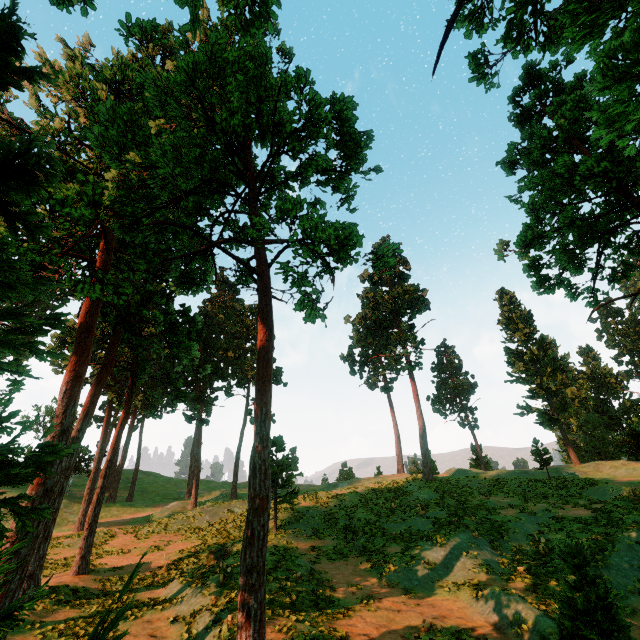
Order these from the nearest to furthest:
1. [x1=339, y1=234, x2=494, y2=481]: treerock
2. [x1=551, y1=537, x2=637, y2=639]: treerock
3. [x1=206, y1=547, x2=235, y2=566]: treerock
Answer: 1. [x1=551, y1=537, x2=637, y2=639]: treerock
2. [x1=206, y1=547, x2=235, y2=566]: treerock
3. [x1=339, y1=234, x2=494, y2=481]: treerock

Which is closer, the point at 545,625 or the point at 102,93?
A: the point at 545,625

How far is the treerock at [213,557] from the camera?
16.1m

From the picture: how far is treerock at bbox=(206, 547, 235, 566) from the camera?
16.1 meters

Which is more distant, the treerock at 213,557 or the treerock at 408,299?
the treerock at 408,299

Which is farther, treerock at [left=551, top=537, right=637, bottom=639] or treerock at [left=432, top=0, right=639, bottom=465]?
treerock at [left=551, top=537, right=637, bottom=639]
